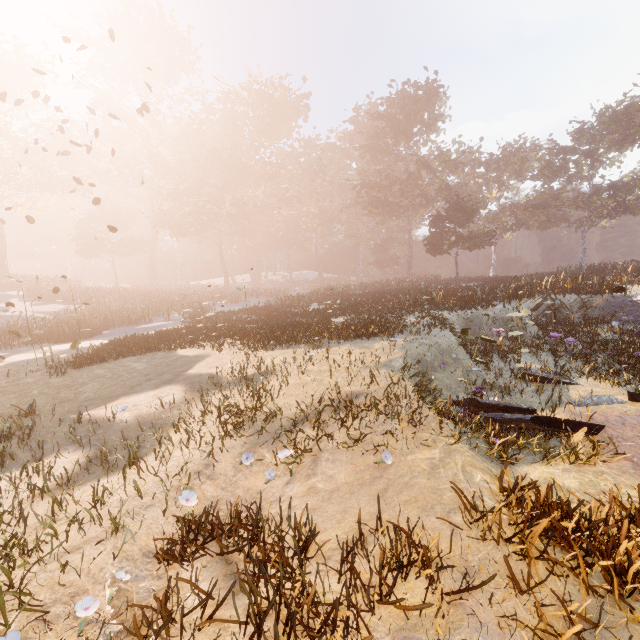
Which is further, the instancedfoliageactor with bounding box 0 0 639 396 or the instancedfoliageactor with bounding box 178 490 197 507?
the instancedfoliageactor with bounding box 0 0 639 396

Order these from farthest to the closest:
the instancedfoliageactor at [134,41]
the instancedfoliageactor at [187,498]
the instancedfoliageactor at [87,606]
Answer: the instancedfoliageactor at [134,41] < the instancedfoliageactor at [187,498] < the instancedfoliageactor at [87,606]

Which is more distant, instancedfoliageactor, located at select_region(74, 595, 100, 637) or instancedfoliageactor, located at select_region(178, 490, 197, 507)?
instancedfoliageactor, located at select_region(178, 490, 197, 507)

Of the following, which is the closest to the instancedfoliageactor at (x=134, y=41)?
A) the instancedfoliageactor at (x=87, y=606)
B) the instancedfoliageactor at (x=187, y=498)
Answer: the instancedfoliageactor at (x=187, y=498)

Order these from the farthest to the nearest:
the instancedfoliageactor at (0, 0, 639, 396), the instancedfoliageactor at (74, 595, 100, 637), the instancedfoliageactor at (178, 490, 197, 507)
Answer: the instancedfoliageactor at (0, 0, 639, 396)
the instancedfoliageactor at (178, 490, 197, 507)
the instancedfoliageactor at (74, 595, 100, 637)

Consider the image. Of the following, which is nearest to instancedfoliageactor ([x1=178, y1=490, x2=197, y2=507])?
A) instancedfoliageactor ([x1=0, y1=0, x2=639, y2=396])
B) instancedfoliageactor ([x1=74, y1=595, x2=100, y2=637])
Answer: instancedfoliageactor ([x1=74, y1=595, x2=100, y2=637])

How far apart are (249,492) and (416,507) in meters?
2.4

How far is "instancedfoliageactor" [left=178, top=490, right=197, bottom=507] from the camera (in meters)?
4.06
